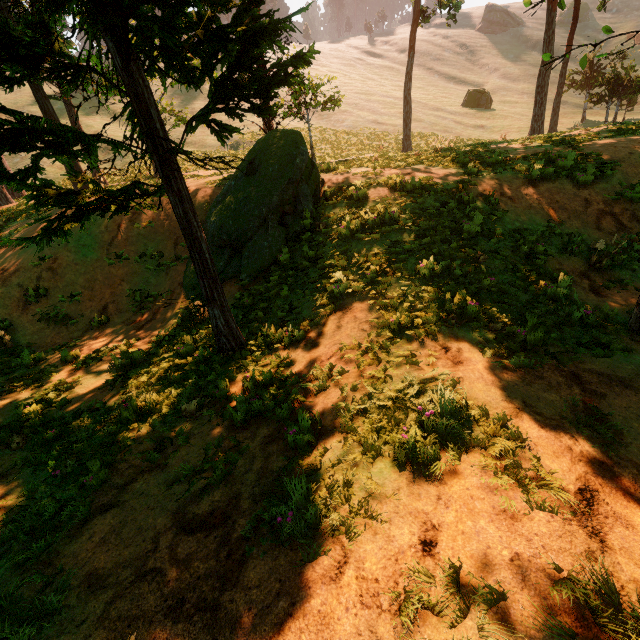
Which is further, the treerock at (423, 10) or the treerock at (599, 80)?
the treerock at (423, 10)

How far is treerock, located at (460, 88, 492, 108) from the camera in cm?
4416

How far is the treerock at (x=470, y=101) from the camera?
44.2 meters

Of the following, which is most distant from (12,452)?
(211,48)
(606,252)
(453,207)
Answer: (606,252)

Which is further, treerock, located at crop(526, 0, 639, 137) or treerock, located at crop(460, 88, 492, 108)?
treerock, located at crop(460, 88, 492, 108)

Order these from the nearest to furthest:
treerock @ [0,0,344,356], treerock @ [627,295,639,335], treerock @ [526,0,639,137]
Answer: treerock @ [0,0,344,356], treerock @ [627,295,639,335], treerock @ [526,0,639,137]

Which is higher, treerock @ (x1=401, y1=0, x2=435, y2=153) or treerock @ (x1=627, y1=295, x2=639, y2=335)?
treerock @ (x1=401, y1=0, x2=435, y2=153)
